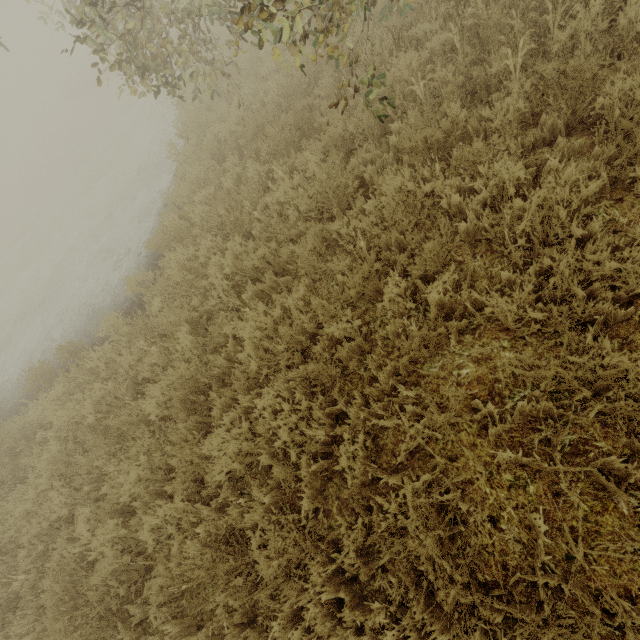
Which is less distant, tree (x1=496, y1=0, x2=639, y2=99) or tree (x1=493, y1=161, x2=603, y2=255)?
tree (x1=493, y1=161, x2=603, y2=255)

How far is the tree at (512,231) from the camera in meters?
2.6 m

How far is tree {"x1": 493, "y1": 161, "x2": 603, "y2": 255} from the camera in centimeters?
261cm

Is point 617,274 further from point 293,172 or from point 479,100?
point 293,172

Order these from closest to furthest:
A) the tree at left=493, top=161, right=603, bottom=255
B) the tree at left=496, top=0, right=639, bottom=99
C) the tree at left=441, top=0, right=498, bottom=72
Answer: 1. the tree at left=493, top=161, right=603, bottom=255
2. the tree at left=496, top=0, right=639, bottom=99
3. the tree at left=441, top=0, right=498, bottom=72

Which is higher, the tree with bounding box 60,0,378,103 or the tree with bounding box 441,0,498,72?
the tree with bounding box 60,0,378,103

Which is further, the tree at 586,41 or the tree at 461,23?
the tree at 461,23
